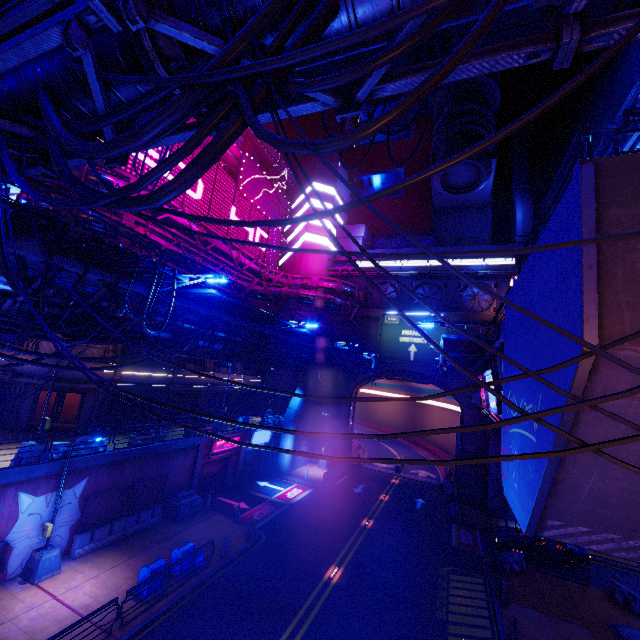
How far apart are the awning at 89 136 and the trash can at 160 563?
18.1 meters

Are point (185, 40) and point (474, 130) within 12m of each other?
no

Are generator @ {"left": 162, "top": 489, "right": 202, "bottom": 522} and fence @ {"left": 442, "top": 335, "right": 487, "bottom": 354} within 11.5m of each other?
no

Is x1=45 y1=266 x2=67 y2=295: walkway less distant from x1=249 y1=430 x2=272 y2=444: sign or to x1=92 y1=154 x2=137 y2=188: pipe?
x1=92 y1=154 x2=137 y2=188: pipe

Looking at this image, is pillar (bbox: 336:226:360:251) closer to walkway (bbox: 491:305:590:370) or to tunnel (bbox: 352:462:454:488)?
tunnel (bbox: 352:462:454:488)

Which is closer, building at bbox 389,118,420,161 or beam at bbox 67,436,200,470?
beam at bbox 67,436,200,470

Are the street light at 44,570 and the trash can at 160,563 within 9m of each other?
Answer: yes

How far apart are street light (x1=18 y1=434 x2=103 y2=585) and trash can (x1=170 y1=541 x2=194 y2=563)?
4.19m
